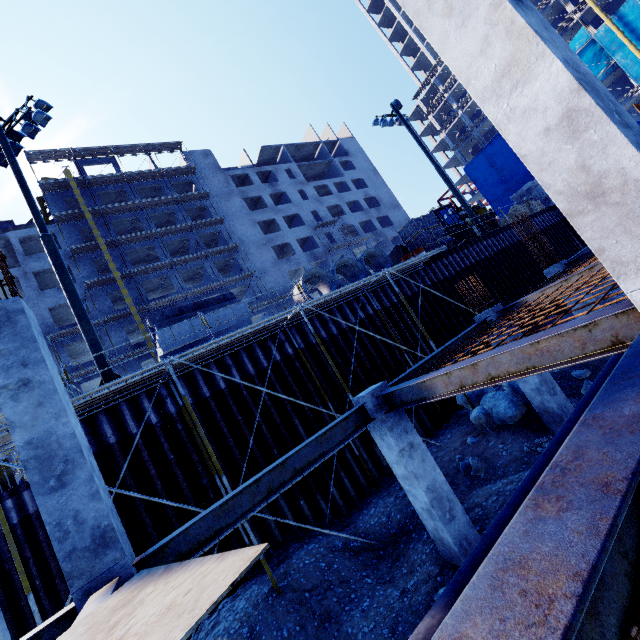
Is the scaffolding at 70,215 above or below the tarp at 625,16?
above

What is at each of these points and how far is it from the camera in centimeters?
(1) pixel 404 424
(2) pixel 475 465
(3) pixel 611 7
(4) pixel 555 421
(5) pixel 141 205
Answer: (1) concrete column, 650cm
(2) compgrassrocksplants, 848cm
(3) concrete column, 3950cm
(4) concrete column, 871cm
(5) scaffolding, 3597cm

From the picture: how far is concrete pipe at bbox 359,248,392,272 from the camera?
15.4m

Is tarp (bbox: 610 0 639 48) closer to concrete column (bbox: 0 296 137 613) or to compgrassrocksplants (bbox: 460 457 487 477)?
compgrassrocksplants (bbox: 460 457 487 477)

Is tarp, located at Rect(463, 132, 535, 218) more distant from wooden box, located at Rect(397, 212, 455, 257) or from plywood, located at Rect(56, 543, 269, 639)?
plywood, located at Rect(56, 543, 269, 639)

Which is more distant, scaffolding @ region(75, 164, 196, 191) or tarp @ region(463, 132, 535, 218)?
tarp @ region(463, 132, 535, 218)

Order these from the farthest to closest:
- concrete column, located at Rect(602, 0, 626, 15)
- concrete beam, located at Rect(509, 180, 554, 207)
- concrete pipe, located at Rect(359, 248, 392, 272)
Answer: concrete column, located at Rect(602, 0, 626, 15), concrete beam, located at Rect(509, 180, 554, 207), concrete pipe, located at Rect(359, 248, 392, 272)

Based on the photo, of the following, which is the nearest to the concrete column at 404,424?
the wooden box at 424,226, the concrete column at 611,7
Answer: the wooden box at 424,226
